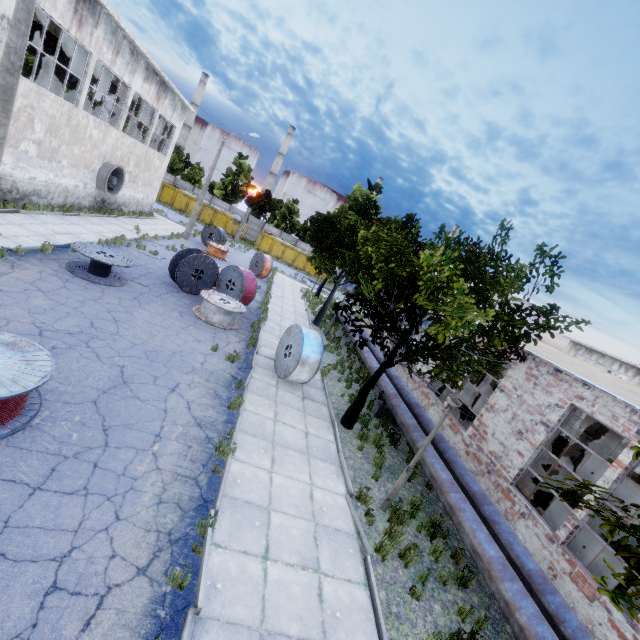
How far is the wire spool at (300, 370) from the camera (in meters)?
11.02

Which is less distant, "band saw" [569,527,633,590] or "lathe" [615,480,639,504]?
"band saw" [569,527,633,590]

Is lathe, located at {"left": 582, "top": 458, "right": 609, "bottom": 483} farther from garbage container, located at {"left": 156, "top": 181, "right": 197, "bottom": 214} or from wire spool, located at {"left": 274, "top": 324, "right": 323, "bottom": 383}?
garbage container, located at {"left": 156, "top": 181, "right": 197, "bottom": 214}

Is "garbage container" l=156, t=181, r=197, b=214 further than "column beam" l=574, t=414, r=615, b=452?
Yes

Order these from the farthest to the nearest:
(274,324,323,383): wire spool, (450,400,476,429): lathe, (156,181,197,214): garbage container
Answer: (156,181,197,214): garbage container → (450,400,476,429): lathe → (274,324,323,383): wire spool

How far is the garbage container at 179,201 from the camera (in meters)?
41.75

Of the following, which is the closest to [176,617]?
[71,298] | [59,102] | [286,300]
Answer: [71,298]

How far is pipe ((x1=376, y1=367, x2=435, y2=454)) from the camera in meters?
10.0 m
